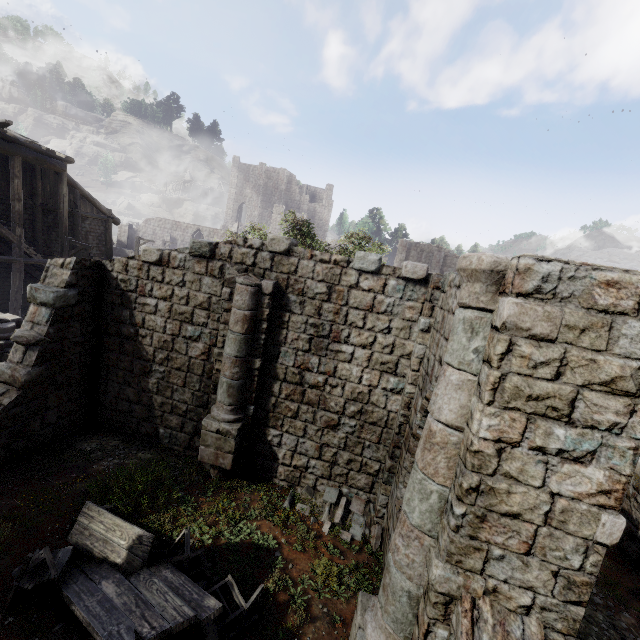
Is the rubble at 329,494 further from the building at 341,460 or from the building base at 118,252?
the building base at 118,252

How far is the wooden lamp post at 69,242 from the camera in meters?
16.3 m

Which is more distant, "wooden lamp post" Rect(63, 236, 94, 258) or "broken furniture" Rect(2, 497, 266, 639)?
"wooden lamp post" Rect(63, 236, 94, 258)

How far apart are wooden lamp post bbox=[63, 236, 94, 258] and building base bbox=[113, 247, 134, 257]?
25.8m

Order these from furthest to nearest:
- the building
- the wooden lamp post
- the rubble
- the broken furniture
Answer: the wooden lamp post
the rubble
the broken furniture
the building

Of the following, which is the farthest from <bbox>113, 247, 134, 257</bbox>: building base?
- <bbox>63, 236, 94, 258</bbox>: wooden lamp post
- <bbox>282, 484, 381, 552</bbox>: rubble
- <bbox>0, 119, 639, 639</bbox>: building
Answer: <bbox>282, 484, 381, 552</bbox>: rubble

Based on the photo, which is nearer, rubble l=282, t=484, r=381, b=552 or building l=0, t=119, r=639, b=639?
building l=0, t=119, r=639, b=639

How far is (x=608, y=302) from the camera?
2.6 meters
